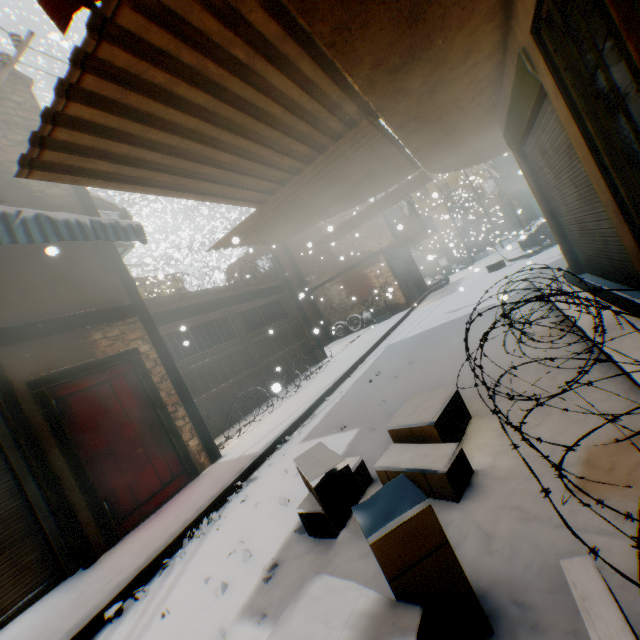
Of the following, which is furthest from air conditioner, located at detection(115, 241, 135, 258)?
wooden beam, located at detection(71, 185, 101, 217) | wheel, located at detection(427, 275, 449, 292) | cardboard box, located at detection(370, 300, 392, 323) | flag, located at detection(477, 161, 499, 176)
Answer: wheel, located at detection(427, 275, 449, 292)

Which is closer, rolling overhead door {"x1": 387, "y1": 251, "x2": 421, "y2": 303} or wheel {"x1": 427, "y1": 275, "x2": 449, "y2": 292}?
rolling overhead door {"x1": 387, "y1": 251, "x2": 421, "y2": 303}

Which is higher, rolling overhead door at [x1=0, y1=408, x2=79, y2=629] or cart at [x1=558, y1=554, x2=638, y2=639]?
rolling overhead door at [x1=0, y1=408, x2=79, y2=629]

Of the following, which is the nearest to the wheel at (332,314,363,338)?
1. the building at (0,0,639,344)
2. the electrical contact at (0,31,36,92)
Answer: the building at (0,0,639,344)

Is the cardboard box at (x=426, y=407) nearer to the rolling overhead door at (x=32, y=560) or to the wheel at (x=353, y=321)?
the rolling overhead door at (x=32, y=560)

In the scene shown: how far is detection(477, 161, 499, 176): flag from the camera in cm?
1101

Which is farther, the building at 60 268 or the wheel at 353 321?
the wheel at 353 321

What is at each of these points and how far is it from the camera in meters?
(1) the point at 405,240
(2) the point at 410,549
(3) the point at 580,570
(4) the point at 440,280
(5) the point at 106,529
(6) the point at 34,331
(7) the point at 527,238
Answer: (1) balcony, 16.2
(2) cardboard box, 1.5
(3) cart, 1.3
(4) wheel, 21.2
(5) building, 4.3
(6) wooden beam, 4.5
(7) table, 16.0
